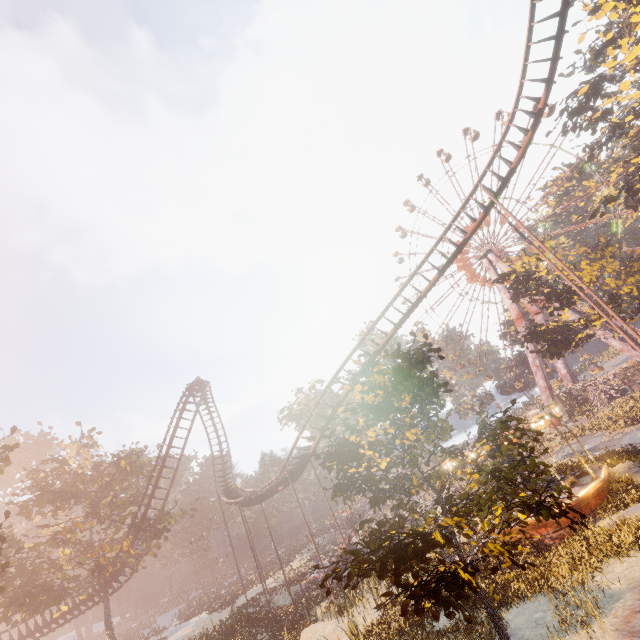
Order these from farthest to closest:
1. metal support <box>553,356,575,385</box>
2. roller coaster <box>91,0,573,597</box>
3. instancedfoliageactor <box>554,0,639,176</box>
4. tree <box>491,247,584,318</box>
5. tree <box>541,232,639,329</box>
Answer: metal support <box>553,356,575,385</box>
tree <box>491,247,584,318</box>
tree <box>541,232,639,329</box>
instancedfoliageactor <box>554,0,639,176</box>
roller coaster <box>91,0,573,597</box>

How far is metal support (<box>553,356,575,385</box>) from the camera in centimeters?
5065cm

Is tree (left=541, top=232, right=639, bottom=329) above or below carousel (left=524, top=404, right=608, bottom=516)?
above

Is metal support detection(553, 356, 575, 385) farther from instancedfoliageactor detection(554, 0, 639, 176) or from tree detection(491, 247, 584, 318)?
instancedfoliageactor detection(554, 0, 639, 176)

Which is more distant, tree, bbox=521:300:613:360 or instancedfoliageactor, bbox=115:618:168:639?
instancedfoliageactor, bbox=115:618:168:639

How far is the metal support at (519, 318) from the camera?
48.8m

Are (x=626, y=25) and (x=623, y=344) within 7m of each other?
no

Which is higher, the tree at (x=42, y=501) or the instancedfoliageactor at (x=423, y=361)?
the tree at (x=42, y=501)
